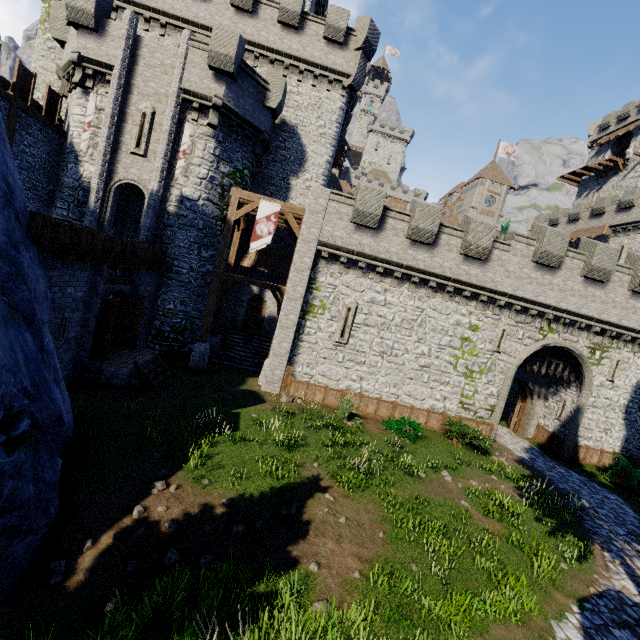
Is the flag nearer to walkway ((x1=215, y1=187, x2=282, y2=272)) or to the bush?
walkway ((x1=215, y1=187, x2=282, y2=272))

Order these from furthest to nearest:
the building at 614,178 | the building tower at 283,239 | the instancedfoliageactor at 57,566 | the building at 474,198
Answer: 1. the building at 474,198
2. the building at 614,178
3. the building tower at 283,239
4. the instancedfoliageactor at 57,566

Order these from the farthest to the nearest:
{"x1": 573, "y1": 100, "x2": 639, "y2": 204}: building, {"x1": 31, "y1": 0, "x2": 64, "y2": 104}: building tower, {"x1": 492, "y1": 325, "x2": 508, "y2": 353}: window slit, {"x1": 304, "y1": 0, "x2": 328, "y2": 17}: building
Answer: {"x1": 573, "y1": 100, "x2": 639, "y2": 204}: building
{"x1": 304, "y1": 0, "x2": 328, "y2": 17}: building
{"x1": 31, "y1": 0, "x2": 64, "y2": 104}: building tower
{"x1": 492, "y1": 325, "x2": 508, "y2": 353}: window slit

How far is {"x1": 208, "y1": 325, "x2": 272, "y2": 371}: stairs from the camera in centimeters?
2017cm

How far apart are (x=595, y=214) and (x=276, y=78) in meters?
37.1

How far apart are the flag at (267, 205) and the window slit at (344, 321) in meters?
4.9 m

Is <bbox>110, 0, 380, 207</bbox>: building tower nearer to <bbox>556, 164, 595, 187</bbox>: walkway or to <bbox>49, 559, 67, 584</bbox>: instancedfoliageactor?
<bbox>49, 559, 67, 584</bbox>: instancedfoliageactor

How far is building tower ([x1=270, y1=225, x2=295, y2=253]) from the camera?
22.33m
